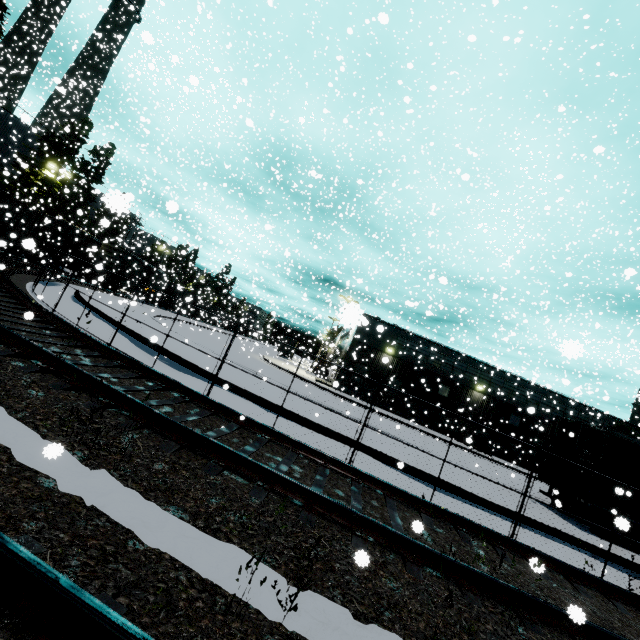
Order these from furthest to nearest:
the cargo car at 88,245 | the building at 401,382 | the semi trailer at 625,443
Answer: the building at 401,382
the cargo car at 88,245
the semi trailer at 625,443

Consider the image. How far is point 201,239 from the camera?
45.8m

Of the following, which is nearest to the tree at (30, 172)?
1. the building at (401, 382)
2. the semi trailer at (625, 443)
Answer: the building at (401, 382)

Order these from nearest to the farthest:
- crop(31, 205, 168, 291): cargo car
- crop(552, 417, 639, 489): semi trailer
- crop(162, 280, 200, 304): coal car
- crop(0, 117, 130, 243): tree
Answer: crop(552, 417, 639, 489): semi trailer
crop(0, 117, 130, 243): tree
crop(162, 280, 200, 304): coal car
crop(31, 205, 168, 291): cargo car

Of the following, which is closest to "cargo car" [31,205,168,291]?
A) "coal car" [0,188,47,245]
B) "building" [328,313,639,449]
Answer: "coal car" [0,188,47,245]

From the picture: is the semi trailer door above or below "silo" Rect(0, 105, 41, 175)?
below

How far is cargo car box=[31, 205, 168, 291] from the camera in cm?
3011

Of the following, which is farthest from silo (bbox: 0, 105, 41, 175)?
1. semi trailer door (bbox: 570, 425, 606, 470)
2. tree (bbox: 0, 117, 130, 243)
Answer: semi trailer door (bbox: 570, 425, 606, 470)
